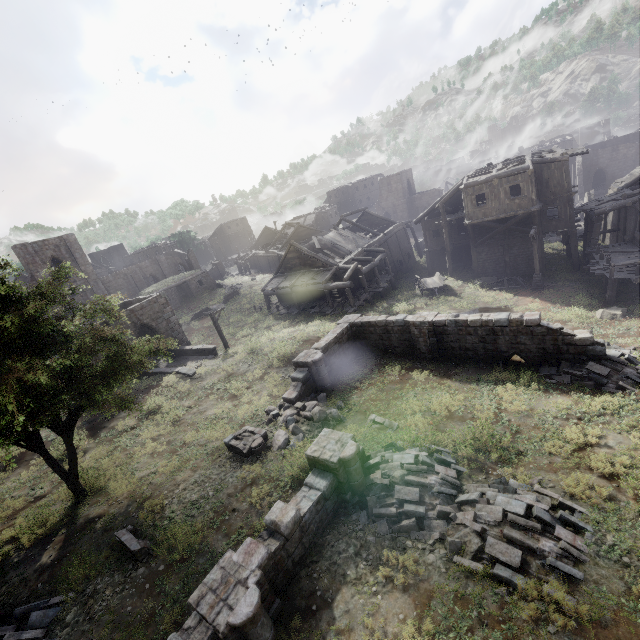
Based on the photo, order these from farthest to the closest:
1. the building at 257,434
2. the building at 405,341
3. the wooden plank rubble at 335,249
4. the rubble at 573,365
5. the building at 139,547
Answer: A:
1. the wooden plank rubble at 335,249
2. the building at 405,341
3. the building at 257,434
4. the rubble at 573,365
5. the building at 139,547

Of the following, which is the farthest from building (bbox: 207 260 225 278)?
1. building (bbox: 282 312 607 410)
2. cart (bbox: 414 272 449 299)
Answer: building (bbox: 282 312 607 410)

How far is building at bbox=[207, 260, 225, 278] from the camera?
56.3 meters

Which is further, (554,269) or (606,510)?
(554,269)

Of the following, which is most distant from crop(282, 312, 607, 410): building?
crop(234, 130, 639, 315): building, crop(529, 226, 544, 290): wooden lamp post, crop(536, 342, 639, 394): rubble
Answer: crop(529, 226, 544, 290): wooden lamp post

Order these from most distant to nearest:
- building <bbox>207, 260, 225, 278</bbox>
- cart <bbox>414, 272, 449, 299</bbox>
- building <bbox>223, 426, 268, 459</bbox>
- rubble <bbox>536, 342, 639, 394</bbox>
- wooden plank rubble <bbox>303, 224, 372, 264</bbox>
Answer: building <bbox>207, 260, 225, 278</bbox> → wooden plank rubble <bbox>303, 224, 372, 264</bbox> → cart <bbox>414, 272, 449, 299</bbox> → building <bbox>223, 426, 268, 459</bbox> → rubble <bbox>536, 342, 639, 394</bbox>

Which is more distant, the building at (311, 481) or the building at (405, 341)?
the building at (405, 341)

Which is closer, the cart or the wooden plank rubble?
the cart
